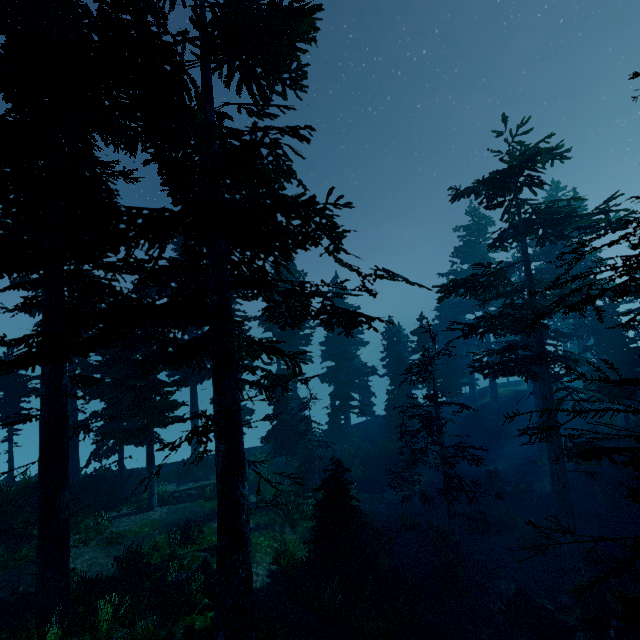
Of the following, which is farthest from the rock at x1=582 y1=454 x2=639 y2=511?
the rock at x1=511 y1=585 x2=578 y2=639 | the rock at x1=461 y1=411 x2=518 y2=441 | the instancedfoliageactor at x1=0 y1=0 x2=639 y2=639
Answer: the rock at x1=511 y1=585 x2=578 y2=639

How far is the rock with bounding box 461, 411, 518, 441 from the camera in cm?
3172

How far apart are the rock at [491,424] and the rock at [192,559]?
28.8m

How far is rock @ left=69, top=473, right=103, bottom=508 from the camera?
18.3 meters

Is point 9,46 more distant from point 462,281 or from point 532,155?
point 532,155

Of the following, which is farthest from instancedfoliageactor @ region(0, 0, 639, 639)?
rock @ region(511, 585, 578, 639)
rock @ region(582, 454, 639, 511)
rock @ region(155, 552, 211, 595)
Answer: rock @ region(155, 552, 211, 595)

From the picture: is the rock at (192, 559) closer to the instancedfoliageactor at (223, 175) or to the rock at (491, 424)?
the instancedfoliageactor at (223, 175)

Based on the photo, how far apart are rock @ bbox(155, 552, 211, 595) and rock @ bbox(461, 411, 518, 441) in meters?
28.8
